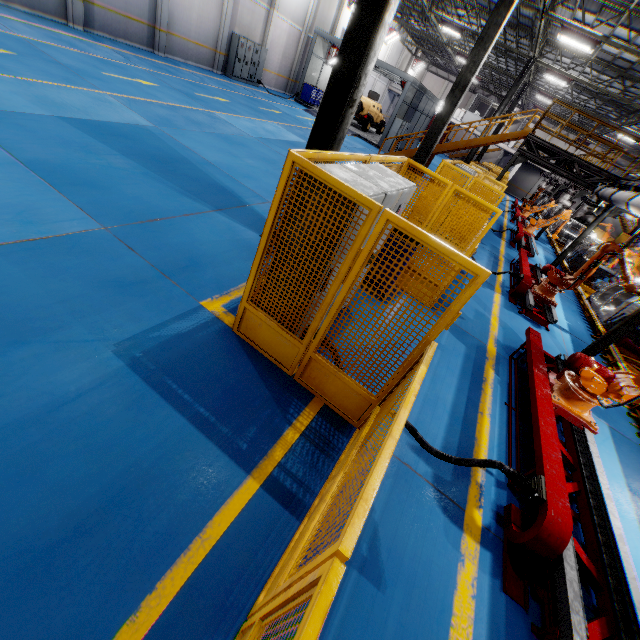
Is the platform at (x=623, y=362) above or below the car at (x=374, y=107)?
below

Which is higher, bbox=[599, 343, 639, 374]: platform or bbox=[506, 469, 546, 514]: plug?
bbox=[506, 469, 546, 514]: plug

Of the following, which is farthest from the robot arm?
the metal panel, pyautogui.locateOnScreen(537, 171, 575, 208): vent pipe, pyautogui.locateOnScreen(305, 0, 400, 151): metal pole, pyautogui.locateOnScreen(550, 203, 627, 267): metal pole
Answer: pyautogui.locateOnScreen(537, 171, 575, 208): vent pipe

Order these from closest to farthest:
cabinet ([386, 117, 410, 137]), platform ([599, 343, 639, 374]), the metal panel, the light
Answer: the metal panel → platform ([599, 343, 639, 374]) → the light → cabinet ([386, 117, 410, 137])

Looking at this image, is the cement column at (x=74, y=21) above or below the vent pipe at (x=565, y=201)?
below

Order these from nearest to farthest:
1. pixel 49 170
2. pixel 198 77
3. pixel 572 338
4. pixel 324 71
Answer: pixel 49 170 < pixel 572 338 < pixel 198 77 < pixel 324 71

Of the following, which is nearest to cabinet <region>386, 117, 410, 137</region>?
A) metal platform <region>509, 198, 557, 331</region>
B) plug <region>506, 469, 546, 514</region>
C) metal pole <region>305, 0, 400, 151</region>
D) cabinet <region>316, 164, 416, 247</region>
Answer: metal platform <region>509, 198, 557, 331</region>

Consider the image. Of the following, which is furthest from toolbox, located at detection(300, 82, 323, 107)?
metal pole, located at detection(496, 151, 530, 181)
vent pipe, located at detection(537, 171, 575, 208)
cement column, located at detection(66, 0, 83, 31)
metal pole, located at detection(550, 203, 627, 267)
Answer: metal pole, located at detection(550, 203, 627, 267)
